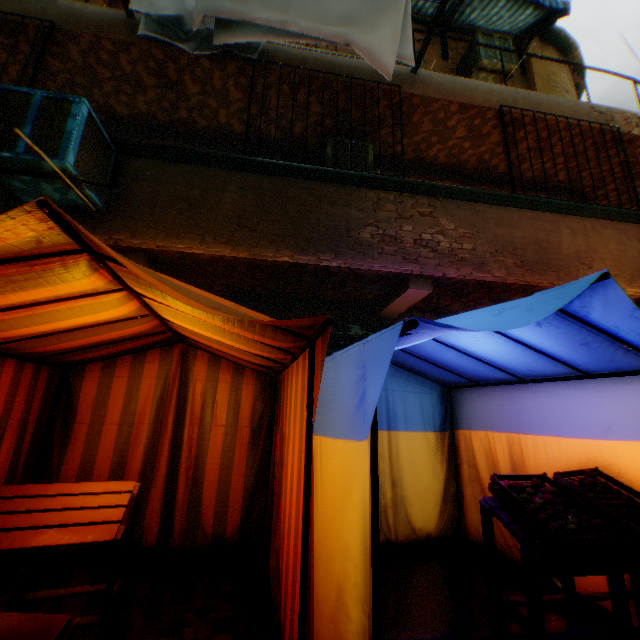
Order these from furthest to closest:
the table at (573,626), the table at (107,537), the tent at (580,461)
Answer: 1. the tent at (580,461)
2. the table at (573,626)
3. the table at (107,537)

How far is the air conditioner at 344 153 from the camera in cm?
525

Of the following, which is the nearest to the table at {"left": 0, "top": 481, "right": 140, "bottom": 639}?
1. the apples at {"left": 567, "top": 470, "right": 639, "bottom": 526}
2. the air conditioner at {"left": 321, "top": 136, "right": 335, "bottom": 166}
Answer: the apples at {"left": 567, "top": 470, "right": 639, "bottom": 526}

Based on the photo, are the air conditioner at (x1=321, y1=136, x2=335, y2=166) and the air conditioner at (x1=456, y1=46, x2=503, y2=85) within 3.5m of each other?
yes

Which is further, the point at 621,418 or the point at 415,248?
the point at 415,248

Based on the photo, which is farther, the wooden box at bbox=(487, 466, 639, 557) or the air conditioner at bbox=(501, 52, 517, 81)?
the air conditioner at bbox=(501, 52, 517, 81)

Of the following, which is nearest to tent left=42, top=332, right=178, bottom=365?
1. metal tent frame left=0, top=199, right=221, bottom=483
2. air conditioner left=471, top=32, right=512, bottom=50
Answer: metal tent frame left=0, top=199, right=221, bottom=483

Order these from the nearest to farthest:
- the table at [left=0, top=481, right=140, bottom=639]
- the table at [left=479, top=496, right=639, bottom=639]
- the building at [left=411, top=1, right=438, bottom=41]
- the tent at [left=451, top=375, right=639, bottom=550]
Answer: the table at [left=0, top=481, right=140, bottom=639] → the table at [left=479, top=496, right=639, bottom=639] → the tent at [left=451, top=375, right=639, bottom=550] → the building at [left=411, top=1, right=438, bottom=41]
